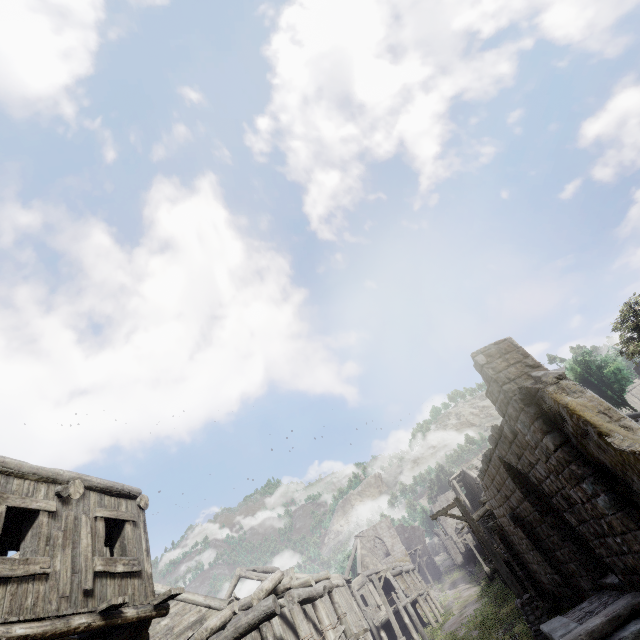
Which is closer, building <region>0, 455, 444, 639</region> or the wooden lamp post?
building <region>0, 455, 444, 639</region>

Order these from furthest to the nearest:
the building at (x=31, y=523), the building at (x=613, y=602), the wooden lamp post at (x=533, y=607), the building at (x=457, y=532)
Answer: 1. the building at (x=457, y=532)
2. the wooden lamp post at (x=533, y=607)
3. the building at (x=613, y=602)
4. the building at (x=31, y=523)

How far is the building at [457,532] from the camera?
22.1m

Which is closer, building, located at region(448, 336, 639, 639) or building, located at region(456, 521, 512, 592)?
Result: building, located at region(448, 336, 639, 639)

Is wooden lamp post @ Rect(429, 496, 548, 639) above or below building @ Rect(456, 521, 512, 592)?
below

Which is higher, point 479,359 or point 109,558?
point 479,359

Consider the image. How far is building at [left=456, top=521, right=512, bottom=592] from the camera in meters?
22.1 m
